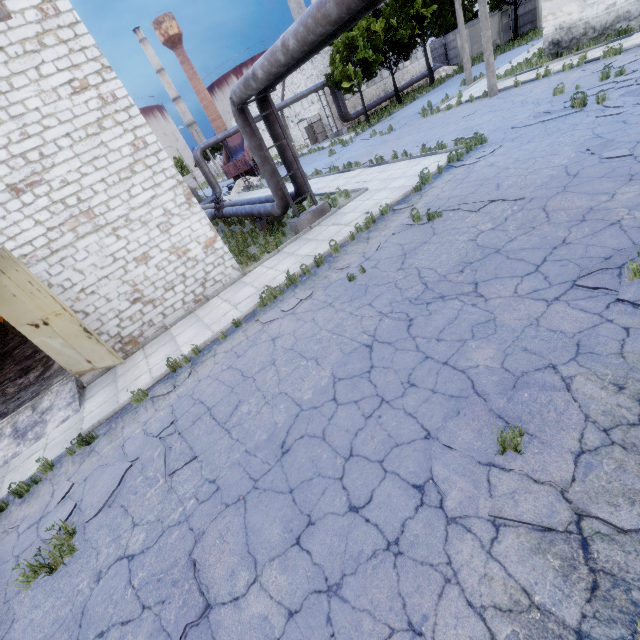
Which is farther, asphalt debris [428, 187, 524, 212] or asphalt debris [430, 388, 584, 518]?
asphalt debris [428, 187, 524, 212]

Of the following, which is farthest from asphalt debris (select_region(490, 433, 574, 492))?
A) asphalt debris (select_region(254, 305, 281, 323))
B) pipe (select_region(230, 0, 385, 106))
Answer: pipe (select_region(230, 0, 385, 106))

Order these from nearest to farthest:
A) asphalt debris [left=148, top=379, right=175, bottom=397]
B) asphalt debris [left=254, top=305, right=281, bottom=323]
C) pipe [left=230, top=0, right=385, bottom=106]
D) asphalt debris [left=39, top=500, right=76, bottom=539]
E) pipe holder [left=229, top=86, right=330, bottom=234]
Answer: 1. asphalt debris [left=39, top=500, right=76, bottom=539]
2. pipe [left=230, top=0, right=385, bottom=106]
3. asphalt debris [left=148, top=379, right=175, bottom=397]
4. asphalt debris [left=254, top=305, right=281, bottom=323]
5. pipe holder [left=229, top=86, right=330, bottom=234]

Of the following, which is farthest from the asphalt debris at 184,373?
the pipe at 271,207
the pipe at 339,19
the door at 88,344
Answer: the pipe at 271,207

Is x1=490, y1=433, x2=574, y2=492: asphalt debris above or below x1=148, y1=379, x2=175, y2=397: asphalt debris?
below

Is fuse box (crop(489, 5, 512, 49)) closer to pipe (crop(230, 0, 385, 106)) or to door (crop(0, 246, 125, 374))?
pipe (crop(230, 0, 385, 106))

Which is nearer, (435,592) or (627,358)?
(435,592)

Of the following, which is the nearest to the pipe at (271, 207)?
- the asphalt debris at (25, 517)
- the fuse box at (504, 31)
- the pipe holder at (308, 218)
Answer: the pipe holder at (308, 218)
